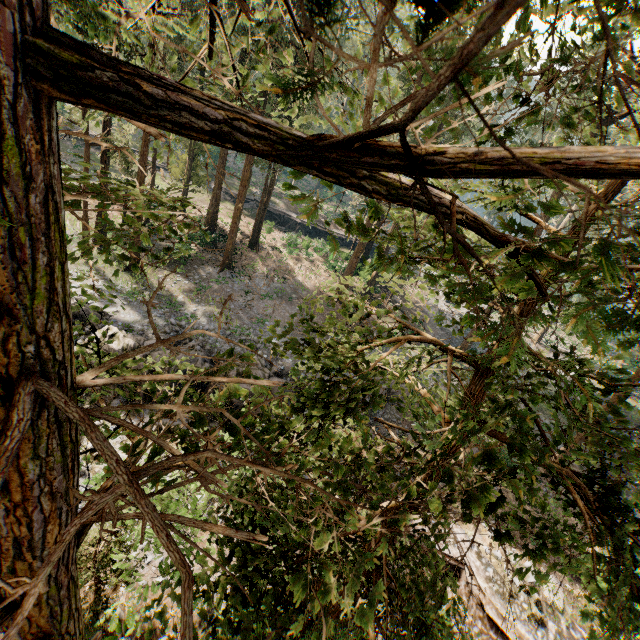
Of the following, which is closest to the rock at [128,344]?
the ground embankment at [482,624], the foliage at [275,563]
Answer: the ground embankment at [482,624]

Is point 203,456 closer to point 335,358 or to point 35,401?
point 35,401

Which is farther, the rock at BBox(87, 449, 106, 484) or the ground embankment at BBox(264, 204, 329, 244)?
the ground embankment at BBox(264, 204, 329, 244)

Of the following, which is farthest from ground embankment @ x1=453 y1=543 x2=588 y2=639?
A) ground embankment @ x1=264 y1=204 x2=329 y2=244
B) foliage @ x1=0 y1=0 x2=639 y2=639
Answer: ground embankment @ x1=264 y1=204 x2=329 y2=244

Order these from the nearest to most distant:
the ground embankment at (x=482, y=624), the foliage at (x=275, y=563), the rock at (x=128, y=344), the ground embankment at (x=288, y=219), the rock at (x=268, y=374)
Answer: the foliage at (x=275, y=563)
the ground embankment at (x=482, y=624)
the rock at (x=128, y=344)
the rock at (x=268, y=374)
the ground embankment at (x=288, y=219)

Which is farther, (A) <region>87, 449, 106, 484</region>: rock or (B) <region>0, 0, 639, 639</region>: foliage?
(A) <region>87, 449, 106, 484</region>: rock

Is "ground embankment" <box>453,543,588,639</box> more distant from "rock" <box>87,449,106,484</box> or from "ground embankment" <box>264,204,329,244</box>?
"ground embankment" <box>264,204,329,244</box>

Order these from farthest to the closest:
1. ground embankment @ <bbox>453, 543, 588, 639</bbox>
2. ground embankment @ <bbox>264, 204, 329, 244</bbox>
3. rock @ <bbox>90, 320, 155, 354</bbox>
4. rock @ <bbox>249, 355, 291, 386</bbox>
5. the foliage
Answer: ground embankment @ <bbox>264, 204, 329, 244</bbox>
rock @ <bbox>249, 355, 291, 386</bbox>
rock @ <bbox>90, 320, 155, 354</bbox>
ground embankment @ <bbox>453, 543, 588, 639</bbox>
the foliage
